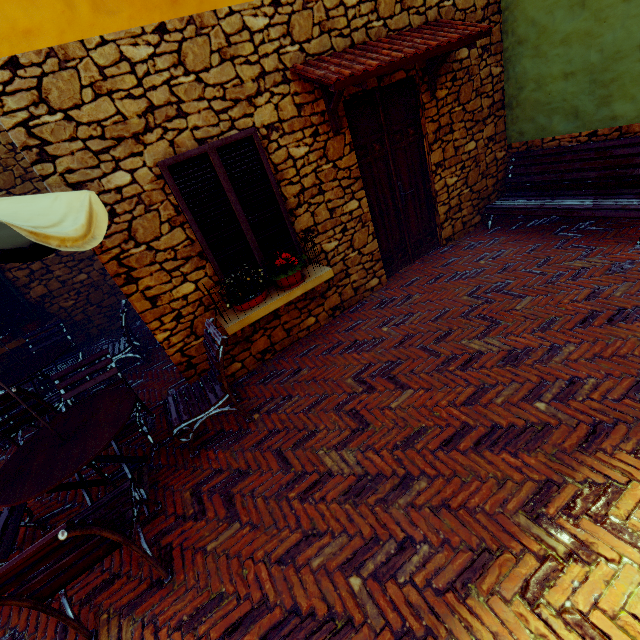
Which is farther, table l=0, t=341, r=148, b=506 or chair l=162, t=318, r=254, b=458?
chair l=162, t=318, r=254, b=458

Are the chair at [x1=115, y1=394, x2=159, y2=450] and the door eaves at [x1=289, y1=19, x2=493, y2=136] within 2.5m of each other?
no

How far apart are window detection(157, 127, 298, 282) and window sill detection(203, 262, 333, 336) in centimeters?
8cm

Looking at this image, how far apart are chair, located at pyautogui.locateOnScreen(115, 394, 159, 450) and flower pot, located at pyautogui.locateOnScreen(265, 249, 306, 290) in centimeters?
213cm

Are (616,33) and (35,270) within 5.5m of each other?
no

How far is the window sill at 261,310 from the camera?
3.7 meters

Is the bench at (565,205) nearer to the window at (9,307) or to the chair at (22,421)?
the chair at (22,421)

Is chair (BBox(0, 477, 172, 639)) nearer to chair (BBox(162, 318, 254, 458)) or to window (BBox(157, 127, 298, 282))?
chair (BBox(162, 318, 254, 458))
